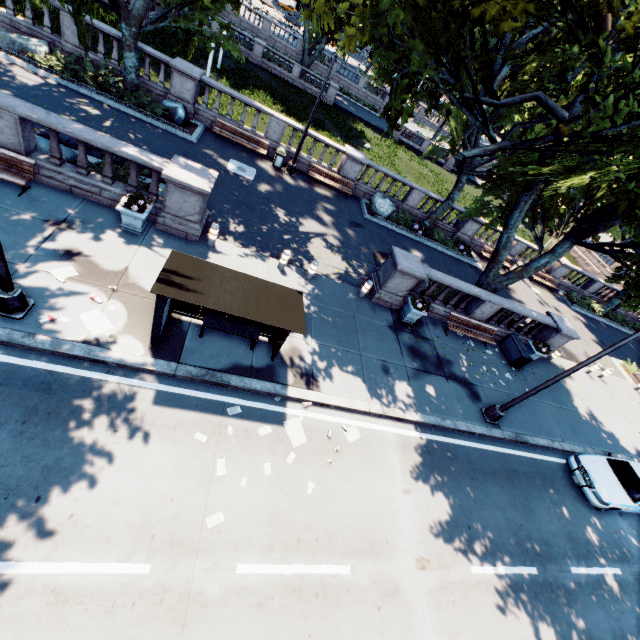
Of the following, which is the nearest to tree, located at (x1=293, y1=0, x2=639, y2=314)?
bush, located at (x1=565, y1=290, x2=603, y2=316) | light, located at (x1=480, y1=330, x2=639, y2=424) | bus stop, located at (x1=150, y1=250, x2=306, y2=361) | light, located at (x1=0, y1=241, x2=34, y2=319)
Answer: bush, located at (x1=565, y1=290, x2=603, y2=316)

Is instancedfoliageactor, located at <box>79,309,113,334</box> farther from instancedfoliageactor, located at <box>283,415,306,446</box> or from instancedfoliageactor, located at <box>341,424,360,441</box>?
instancedfoliageactor, located at <box>341,424,360,441</box>

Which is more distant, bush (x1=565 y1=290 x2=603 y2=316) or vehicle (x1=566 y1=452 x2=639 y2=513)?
bush (x1=565 y1=290 x2=603 y2=316)

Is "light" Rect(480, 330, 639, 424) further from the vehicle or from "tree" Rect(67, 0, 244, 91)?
the vehicle

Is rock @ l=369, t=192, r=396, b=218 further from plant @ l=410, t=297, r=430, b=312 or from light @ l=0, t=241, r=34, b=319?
light @ l=0, t=241, r=34, b=319

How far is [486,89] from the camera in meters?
9.3 m

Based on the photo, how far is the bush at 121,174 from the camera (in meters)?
11.40

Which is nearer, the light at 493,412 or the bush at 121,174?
the light at 493,412
